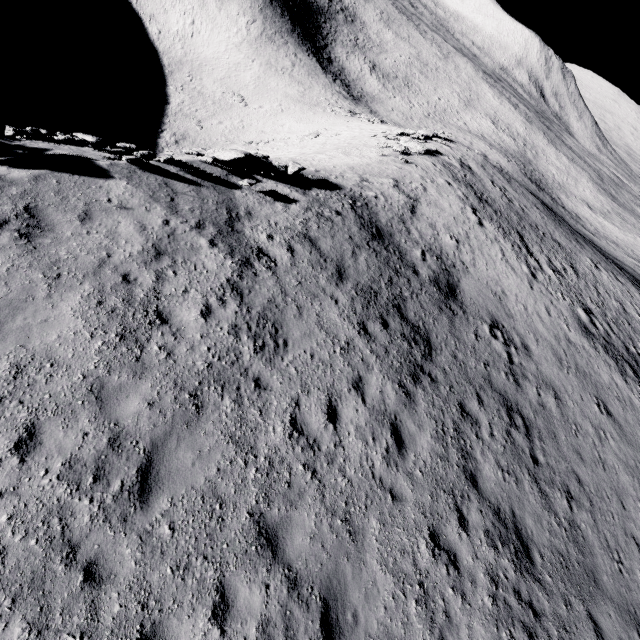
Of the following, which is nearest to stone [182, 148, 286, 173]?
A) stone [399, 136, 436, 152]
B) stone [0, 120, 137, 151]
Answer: stone [0, 120, 137, 151]

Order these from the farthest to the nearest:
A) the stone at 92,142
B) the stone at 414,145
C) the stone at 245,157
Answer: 1. the stone at 414,145
2. the stone at 245,157
3. the stone at 92,142

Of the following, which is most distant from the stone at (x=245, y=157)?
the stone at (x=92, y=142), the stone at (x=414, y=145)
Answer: the stone at (x=414, y=145)

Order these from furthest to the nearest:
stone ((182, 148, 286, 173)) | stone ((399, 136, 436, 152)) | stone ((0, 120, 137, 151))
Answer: stone ((399, 136, 436, 152)) → stone ((182, 148, 286, 173)) → stone ((0, 120, 137, 151))

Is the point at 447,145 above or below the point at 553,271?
below

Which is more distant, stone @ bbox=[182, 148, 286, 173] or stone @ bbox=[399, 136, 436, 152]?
stone @ bbox=[399, 136, 436, 152]
